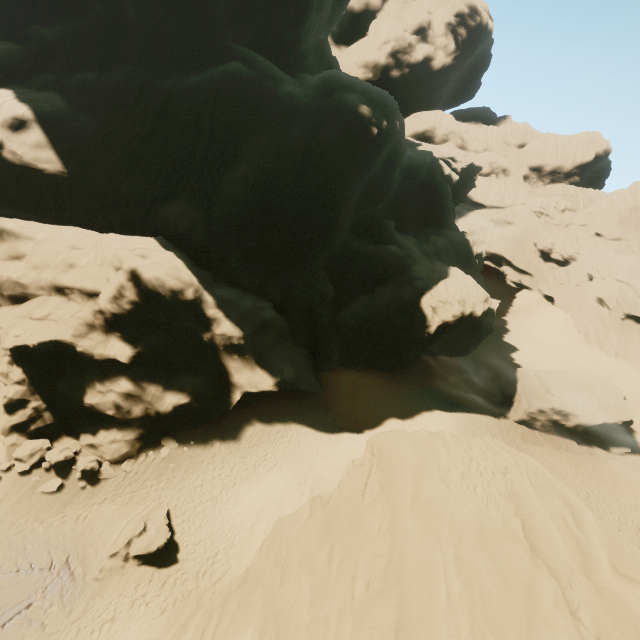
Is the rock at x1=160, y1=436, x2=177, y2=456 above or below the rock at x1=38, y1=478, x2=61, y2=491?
below

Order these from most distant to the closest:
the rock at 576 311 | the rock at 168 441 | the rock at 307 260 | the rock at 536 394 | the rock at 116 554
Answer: the rock at 576 311
the rock at 536 394
the rock at 168 441
the rock at 307 260
the rock at 116 554

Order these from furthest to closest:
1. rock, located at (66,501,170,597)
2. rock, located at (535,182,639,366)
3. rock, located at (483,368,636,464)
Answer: rock, located at (535,182,639,366), rock, located at (483,368,636,464), rock, located at (66,501,170,597)

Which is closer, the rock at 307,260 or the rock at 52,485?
the rock at 52,485

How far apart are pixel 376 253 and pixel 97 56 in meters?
34.1

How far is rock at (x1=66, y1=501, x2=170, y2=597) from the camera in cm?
1606

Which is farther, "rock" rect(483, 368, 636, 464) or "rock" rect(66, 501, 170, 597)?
"rock" rect(483, 368, 636, 464)
